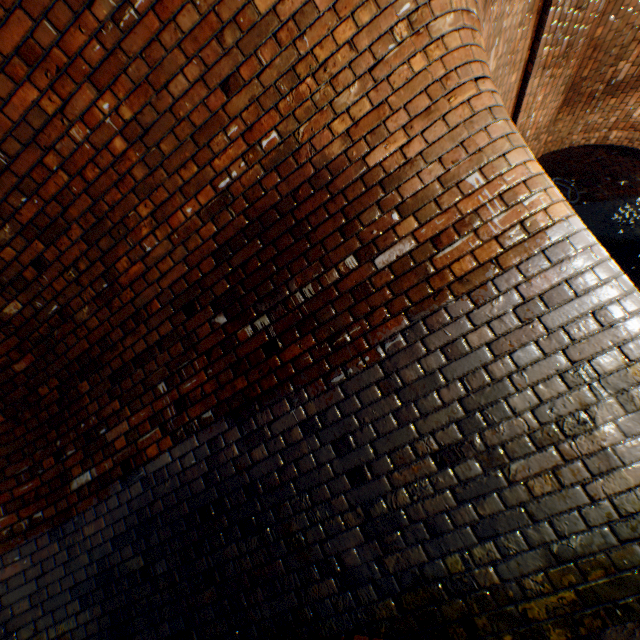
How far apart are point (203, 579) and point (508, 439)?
2.1m

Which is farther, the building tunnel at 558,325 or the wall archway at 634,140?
the wall archway at 634,140

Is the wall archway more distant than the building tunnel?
Yes
